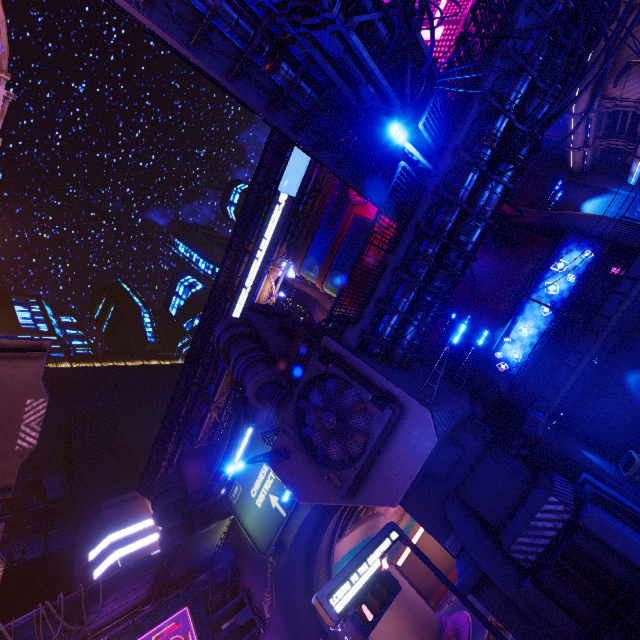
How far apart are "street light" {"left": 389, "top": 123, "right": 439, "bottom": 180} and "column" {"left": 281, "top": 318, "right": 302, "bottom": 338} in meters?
14.7 m

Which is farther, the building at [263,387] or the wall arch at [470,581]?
the building at [263,387]

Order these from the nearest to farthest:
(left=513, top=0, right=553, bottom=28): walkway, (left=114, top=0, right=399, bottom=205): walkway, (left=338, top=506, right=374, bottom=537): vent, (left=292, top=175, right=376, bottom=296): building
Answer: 1. (left=114, top=0, right=399, bottom=205): walkway
2. (left=513, top=0, right=553, bottom=28): walkway
3. (left=338, top=506, right=374, bottom=537): vent
4. (left=292, top=175, right=376, bottom=296): building

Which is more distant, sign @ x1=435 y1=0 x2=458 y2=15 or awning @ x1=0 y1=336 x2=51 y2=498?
sign @ x1=435 y1=0 x2=458 y2=15

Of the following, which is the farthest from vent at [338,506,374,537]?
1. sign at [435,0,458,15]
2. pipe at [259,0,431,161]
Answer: sign at [435,0,458,15]

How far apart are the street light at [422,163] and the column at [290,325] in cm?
1470

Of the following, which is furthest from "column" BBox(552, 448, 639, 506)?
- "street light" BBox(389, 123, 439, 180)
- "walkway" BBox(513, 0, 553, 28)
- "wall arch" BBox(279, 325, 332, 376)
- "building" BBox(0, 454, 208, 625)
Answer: "building" BBox(0, 454, 208, 625)

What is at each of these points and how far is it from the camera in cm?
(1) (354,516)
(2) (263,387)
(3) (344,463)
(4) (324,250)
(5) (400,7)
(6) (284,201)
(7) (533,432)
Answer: (1) vent, 2506
(2) building, 2012
(3) vent, 1279
(4) building, 4191
(5) cable, 834
(6) sign, 4397
(7) fence, 1639
